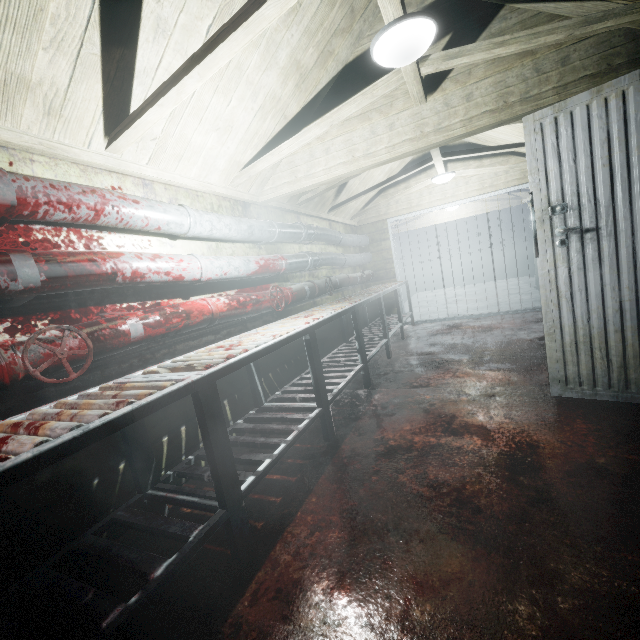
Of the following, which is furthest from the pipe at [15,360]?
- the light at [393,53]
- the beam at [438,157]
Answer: the light at [393,53]

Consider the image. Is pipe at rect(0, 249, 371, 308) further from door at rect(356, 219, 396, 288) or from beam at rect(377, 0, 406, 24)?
beam at rect(377, 0, 406, 24)

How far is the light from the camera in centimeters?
153cm

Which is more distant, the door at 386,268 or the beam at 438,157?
the door at 386,268

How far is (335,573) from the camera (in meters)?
1.26

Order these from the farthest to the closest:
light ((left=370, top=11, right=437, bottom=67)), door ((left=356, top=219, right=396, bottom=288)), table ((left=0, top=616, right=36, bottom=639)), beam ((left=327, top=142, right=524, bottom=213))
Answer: door ((left=356, top=219, right=396, bottom=288))
beam ((left=327, top=142, right=524, bottom=213))
light ((left=370, top=11, right=437, bottom=67))
table ((left=0, top=616, right=36, bottom=639))

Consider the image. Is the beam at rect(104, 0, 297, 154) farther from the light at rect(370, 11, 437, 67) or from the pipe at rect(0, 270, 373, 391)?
the pipe at rect(0, 270, 373, 391)

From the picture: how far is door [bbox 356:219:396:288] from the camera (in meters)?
5.93
